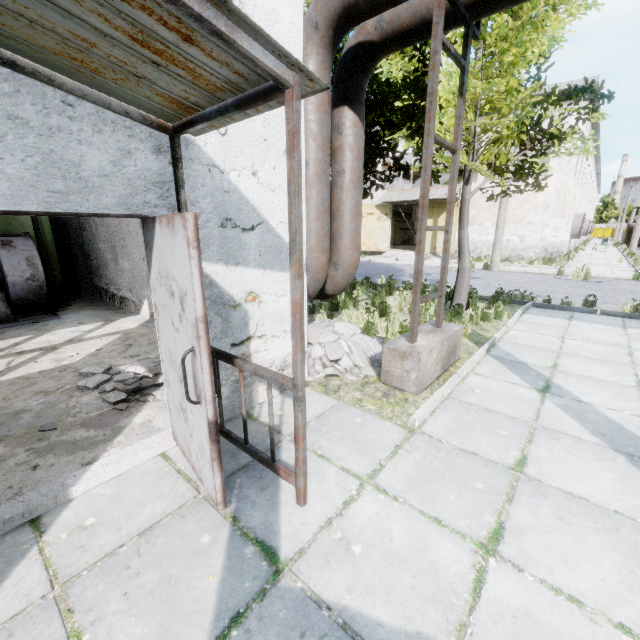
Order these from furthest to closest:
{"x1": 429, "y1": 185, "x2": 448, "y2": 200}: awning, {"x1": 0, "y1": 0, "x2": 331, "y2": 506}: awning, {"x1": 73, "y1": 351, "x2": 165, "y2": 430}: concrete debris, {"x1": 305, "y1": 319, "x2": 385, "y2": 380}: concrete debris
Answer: {"x1": 429, "y1": 185, "x2": 448, "y2": 200}: awning, {"x1": 305, "y1": 319, "x2": 385, "y2": 380}: concrete debris, {"x1": 73, "y1": 351, "x2": 165, "y2": 430}: concrete debris, {"x1": 0, "y1": 0, "x2": 331, "y2": 506}: awning

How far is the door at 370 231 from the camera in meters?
26.7 m

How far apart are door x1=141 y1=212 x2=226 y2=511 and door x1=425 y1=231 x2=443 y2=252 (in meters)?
24.92

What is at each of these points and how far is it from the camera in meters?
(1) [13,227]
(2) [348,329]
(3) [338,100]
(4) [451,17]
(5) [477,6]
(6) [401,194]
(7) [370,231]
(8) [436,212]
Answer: (1) boiler box, 7.9
(2) concrete debris, 5.8
(3) pipe, 5.3
(4) pipe, 4.2
(5) pipe, 4.0
(6) awning, 25.5
(7) door, 27.2
(8) door, 24.8

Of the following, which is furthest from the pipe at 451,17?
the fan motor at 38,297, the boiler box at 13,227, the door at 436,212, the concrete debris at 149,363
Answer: the door at 436,212

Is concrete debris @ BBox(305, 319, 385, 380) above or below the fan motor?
below

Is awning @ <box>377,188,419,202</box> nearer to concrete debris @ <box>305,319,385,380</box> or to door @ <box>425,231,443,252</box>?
door @ <box>425,231,443,252</box>

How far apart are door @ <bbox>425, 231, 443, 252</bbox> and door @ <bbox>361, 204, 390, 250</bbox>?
2.69m
